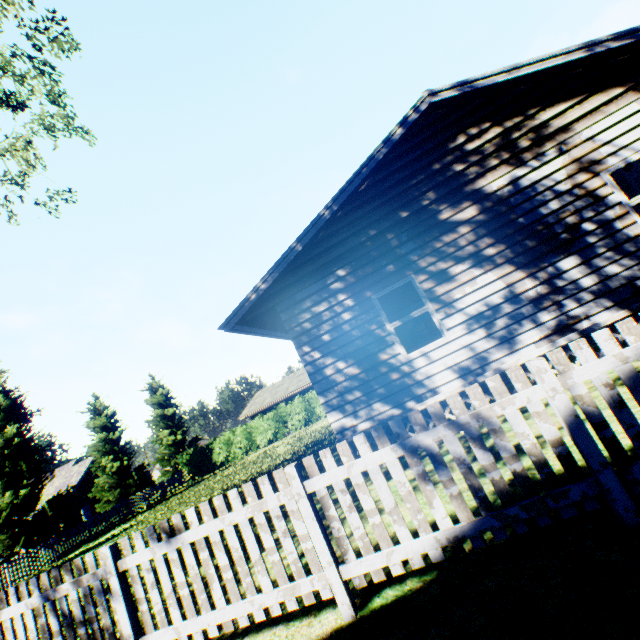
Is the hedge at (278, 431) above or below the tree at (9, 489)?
below

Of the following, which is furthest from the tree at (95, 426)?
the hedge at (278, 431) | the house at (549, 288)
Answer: the house at (549, 288)

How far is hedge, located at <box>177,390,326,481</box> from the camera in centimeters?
2938cm

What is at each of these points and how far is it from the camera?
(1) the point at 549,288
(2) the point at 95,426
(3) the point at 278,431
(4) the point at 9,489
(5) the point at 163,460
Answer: (1) house, 6.3 meters
(2) tree, 28.1 meters
(3) hedge, 29.9 meters
(4) tree, 20.5 meters
(5) tree, 34.4 meters

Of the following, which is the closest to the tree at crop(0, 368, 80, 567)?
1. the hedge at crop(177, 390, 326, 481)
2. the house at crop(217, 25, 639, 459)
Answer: the hedge at crop(177, 390, 326, 481)

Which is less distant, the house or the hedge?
A: the house

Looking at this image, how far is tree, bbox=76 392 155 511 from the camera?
26.6m
